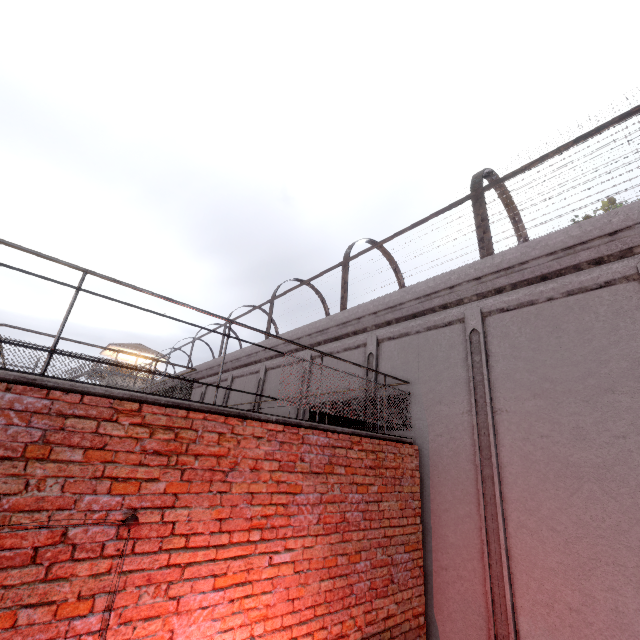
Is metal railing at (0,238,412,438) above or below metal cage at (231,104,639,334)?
below

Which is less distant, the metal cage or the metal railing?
the metal railing

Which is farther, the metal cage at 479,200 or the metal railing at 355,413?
the metal cage at 479,200

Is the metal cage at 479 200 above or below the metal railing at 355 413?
above

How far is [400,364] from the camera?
7.1m
